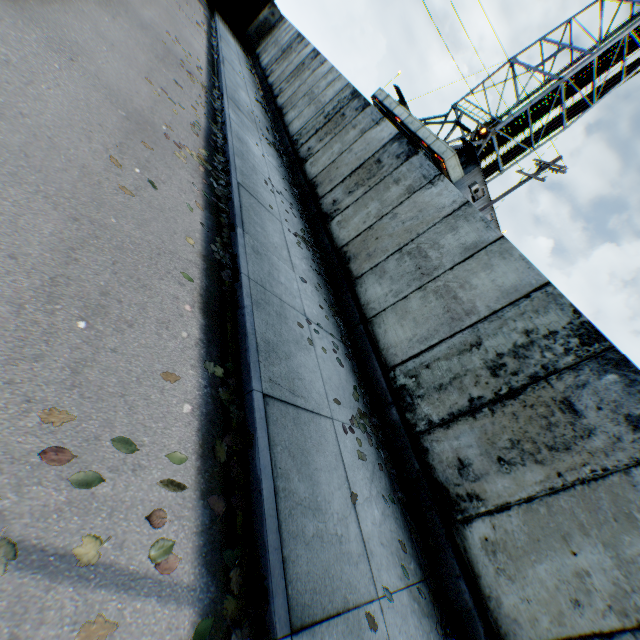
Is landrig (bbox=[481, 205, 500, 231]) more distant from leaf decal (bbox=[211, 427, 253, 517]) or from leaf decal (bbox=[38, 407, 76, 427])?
leaf decal (bbox=[38, 407, 76, 427])

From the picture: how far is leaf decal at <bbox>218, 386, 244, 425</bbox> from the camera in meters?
3.2 m

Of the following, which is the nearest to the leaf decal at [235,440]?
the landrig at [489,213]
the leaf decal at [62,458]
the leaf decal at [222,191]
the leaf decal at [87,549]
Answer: the leaf decal at [87,549]

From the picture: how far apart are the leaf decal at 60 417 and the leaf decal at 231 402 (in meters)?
1.10

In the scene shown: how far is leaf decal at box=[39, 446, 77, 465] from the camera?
1.82m

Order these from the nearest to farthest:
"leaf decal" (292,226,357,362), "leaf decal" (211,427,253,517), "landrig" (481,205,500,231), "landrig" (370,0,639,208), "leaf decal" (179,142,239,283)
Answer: "leaf decal" (211,427,253,517)
"leaf decal" (179,142,239,283)
"leaf decal" (292,226,357,362)
"landrig" (370,0,639,208)
"landrig" (481,205,500,231)

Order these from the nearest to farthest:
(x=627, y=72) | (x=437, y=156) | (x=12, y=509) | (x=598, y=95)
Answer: (x=12, y=509) < (x=437, y=156) < (x=627, y=72) < (x=598, y=95)

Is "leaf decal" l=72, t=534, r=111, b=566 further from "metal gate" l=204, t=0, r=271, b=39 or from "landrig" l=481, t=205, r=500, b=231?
"metal gate" l=204, t=0, r=271, b=39
